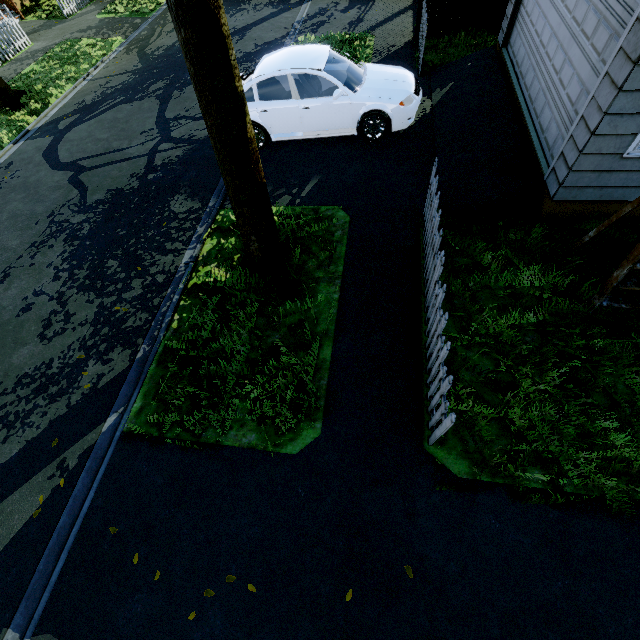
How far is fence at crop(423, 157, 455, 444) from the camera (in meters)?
3.36

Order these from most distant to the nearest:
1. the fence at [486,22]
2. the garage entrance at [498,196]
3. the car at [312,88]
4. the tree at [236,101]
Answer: the fence at [486,22] < the car at [312,88] < the garage entrance at [498,196] < the tree at [236,101]

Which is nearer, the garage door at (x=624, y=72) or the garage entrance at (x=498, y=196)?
the garage door at (x=624, y=72)

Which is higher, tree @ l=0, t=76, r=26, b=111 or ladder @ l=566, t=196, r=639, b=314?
ladder @ l=566, t=196, r=639, b=314

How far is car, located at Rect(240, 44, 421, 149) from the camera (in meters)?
6.51

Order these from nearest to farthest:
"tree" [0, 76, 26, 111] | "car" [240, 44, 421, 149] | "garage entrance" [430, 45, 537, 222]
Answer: "garage entrance" [430, 45, 537, 222] → "car" [240, 44, 421, 149] → "tree" [0, 76, 26, 111]

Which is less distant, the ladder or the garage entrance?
the ladder

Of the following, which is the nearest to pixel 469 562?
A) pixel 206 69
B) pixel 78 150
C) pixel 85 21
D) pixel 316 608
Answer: pixel 316 608
